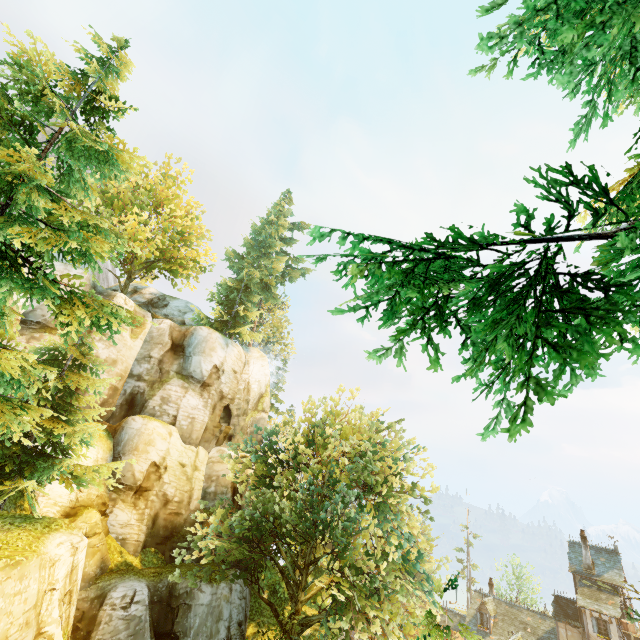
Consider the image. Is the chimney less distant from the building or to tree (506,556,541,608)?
the building

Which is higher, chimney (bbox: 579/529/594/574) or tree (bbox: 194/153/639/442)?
Answer: tree (bbox: 194/153/639/442)

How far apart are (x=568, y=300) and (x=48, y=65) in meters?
11.4 m

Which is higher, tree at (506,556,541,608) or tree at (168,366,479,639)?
tree at (168,366,479,639)

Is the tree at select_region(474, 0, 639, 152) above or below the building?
above

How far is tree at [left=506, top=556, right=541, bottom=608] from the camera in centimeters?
4547cm

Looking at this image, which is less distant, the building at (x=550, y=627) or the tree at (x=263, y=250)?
the tree at (x=263, y=250)

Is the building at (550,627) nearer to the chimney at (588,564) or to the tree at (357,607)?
the chimney at (588,564)
